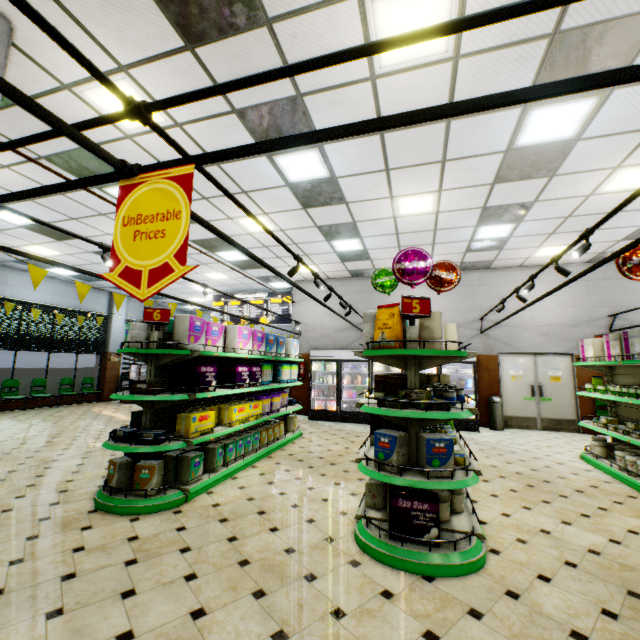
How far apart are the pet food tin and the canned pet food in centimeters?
62cm

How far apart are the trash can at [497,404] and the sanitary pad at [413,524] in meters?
7.5

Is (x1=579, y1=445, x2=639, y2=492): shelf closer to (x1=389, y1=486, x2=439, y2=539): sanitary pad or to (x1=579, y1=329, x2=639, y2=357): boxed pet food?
(x1=579, y1=329, x2=639, y2=357): boxed pet food

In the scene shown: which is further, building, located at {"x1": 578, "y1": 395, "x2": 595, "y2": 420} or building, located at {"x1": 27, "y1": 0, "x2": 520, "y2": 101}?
building, located at {"x1": 578, "y1": 395, "x2": 595, "y2": 420}

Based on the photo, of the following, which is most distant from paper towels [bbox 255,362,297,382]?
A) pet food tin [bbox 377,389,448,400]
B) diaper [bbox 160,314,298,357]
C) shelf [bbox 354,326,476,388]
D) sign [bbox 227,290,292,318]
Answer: sign [bbox 227,290,292,318]

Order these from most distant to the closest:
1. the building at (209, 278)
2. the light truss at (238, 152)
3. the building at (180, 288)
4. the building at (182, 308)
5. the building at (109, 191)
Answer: the building at (182, 308), the building at (180, 288), the building at (209, 278), the building at (109, 191), the light truss at (238, 152)

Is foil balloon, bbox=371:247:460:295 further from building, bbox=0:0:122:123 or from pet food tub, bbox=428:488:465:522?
pet food tub, bbox=428:488:465:522

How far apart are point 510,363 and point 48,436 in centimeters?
1260cm
